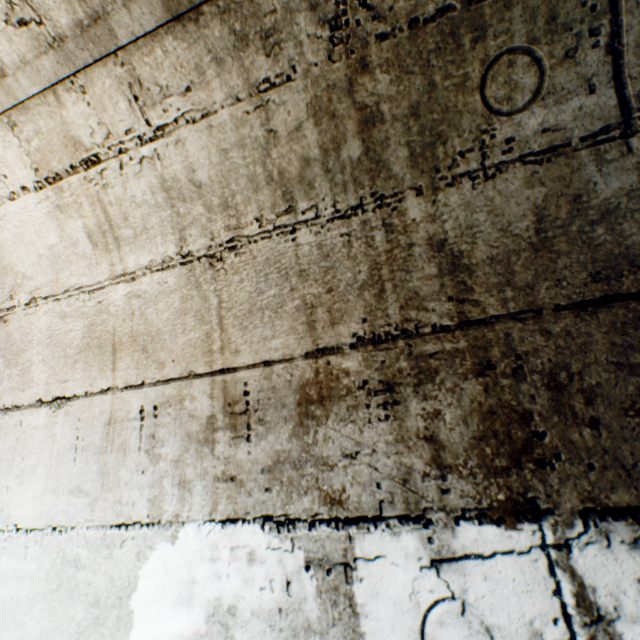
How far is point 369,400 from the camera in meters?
0.7
